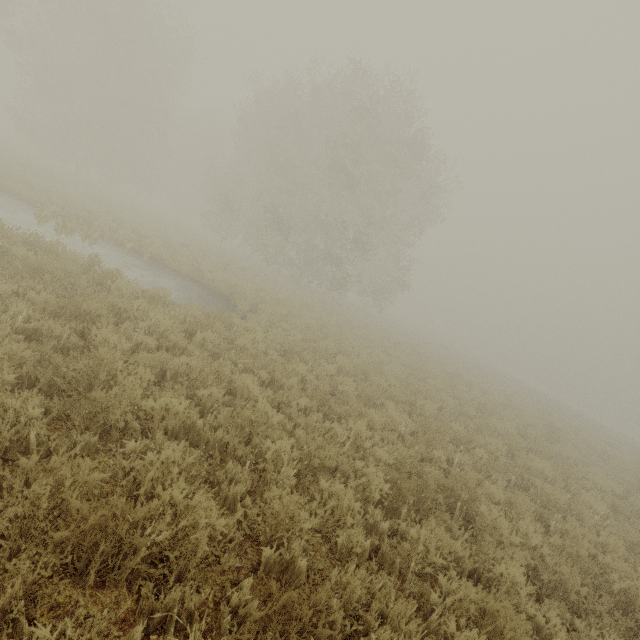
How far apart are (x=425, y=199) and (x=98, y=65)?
26.95m
